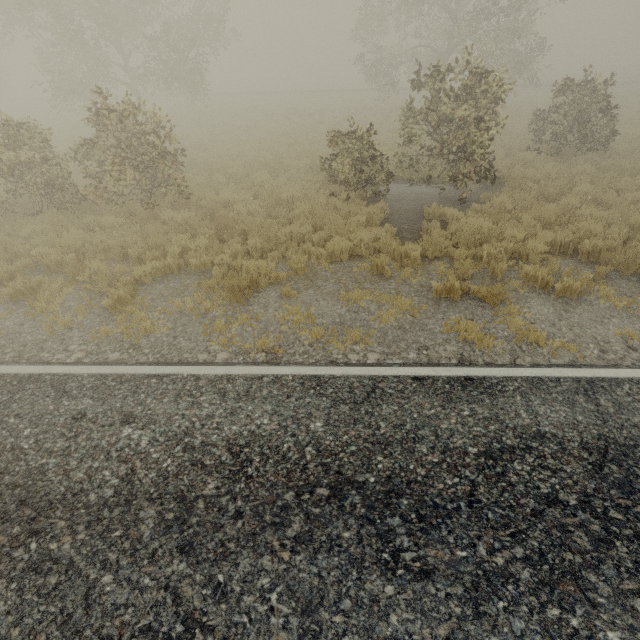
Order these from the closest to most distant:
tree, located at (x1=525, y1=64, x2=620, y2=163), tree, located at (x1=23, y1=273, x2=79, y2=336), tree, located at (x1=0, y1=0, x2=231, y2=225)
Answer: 1. tree, located at (x1=23, y1=273, x2=79, y2=336)
2. tree, located at (x1=0, y1=0, x2=231, y2=225)
3. tree, located at (x1=525, y1=64, x2=620, y2=163)

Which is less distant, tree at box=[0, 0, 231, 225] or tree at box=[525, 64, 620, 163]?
tree at box=[0, 0, 231, 225]

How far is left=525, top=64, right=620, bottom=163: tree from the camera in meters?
11.7

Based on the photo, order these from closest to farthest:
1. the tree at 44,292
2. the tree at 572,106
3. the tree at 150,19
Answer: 1. the tree at 44,292
2. the tree at 150,19
3. the tree at 572,106

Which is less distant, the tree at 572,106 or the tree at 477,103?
the tree at 477,103

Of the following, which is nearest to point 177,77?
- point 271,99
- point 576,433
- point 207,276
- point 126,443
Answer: point 271,99
